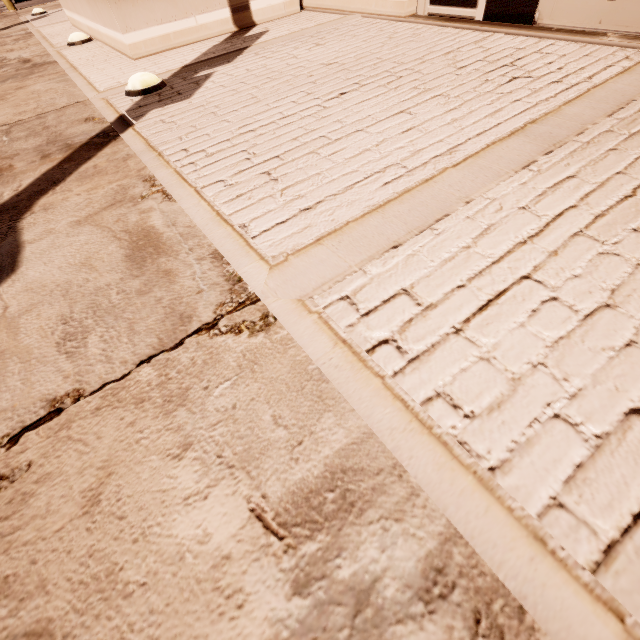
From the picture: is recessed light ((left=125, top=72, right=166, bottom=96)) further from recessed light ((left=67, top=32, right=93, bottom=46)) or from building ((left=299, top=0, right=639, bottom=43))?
recessed light ((left=67, top=32, right=93, bottom=46))

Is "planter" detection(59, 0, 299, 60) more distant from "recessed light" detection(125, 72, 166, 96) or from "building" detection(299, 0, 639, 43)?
"recessed light" detection(125, 72, 166, 96)

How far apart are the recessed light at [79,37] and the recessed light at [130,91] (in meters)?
3.36

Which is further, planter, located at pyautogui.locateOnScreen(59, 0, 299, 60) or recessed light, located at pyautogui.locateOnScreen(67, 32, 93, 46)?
recessed light, located at pyautogui.locateOnScreen(67, 32, 93, 46)

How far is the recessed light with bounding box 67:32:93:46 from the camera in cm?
507

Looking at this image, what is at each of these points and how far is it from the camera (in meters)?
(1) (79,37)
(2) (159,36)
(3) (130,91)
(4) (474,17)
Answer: (1) recessed light, 5.08
(2) planter, 3.98
(3) recessed light, 3.01
(4) building, 3.35

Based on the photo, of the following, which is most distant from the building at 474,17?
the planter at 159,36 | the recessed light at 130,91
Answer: the recessed light at 130,91

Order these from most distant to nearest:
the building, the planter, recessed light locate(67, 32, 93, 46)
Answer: recessed light locate(67, 32, 93, 46) < the planter < the building
